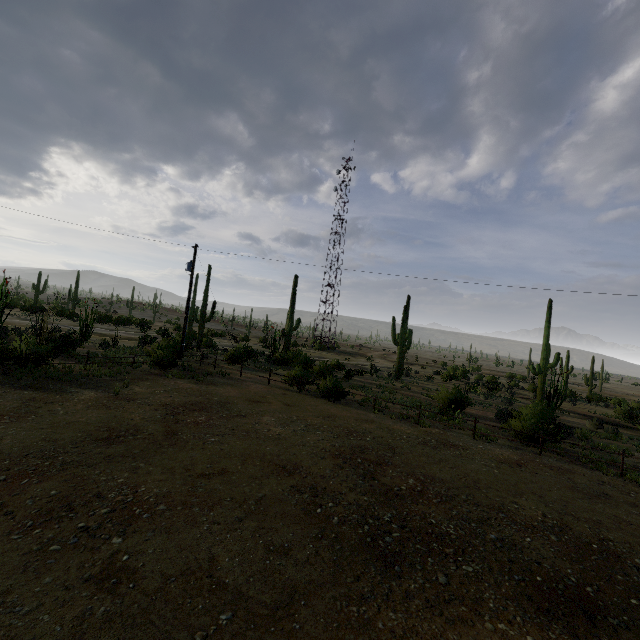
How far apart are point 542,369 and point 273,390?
25.8 meters

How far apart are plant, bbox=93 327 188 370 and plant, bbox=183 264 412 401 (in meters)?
7.22

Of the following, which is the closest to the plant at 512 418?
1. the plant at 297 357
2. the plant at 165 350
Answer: the plant at 297 357

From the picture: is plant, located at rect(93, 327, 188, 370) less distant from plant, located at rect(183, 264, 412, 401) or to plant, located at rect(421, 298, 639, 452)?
plant, located at rect(183, 264, 412, 401)

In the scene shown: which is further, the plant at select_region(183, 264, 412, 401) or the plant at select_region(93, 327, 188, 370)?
the plant at select_region(183, 264, 412, 401)

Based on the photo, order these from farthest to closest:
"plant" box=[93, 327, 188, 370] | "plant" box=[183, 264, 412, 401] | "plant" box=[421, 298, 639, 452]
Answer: "plant" box=[183, 264, 412, 401] → "plant" box=[93, 327, 188, 370] → "plant" box=[421, 298, 639, 452]

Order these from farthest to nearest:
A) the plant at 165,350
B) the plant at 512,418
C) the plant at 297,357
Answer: the plant at 297,357, the plant at 165,350, the plant at 512,418
